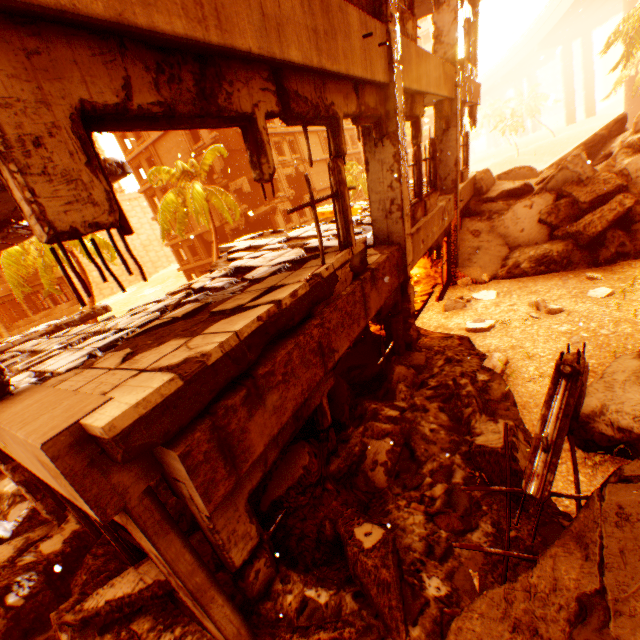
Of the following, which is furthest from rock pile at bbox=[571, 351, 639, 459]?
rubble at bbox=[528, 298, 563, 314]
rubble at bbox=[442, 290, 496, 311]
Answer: rubble at bbox=[528, 298, 563, 314]

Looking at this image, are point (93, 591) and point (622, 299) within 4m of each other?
no

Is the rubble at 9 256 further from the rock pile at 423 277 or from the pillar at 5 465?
the rock pile at 423 277

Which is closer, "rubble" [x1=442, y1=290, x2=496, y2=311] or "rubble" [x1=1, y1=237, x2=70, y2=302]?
"rubble" [x1=442, y1=290, x2=496, y2=311]

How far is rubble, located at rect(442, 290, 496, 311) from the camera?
8.66m

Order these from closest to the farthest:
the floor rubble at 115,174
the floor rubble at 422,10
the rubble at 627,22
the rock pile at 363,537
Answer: the rock pile at 363,537
the floor rubble at 115,174
the floor rubble at 422,10
the rubble at 627,22

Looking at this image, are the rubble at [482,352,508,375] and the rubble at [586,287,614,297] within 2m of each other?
no

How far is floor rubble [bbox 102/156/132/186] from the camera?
6.76m
